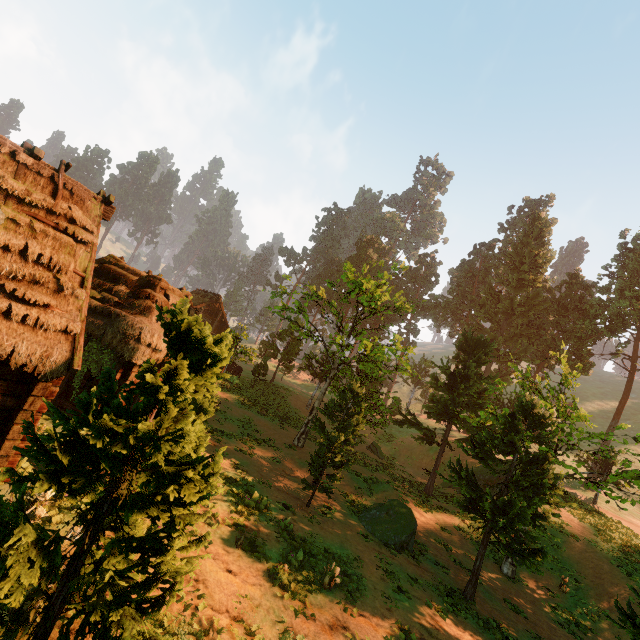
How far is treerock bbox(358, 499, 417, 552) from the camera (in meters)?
15.01

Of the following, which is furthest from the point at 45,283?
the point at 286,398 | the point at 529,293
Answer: the point at 529,293

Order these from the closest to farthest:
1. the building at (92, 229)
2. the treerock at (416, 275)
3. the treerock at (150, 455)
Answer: the treerock at (150, 455) → the building at (92, 229) → the treerock at (416, 275)

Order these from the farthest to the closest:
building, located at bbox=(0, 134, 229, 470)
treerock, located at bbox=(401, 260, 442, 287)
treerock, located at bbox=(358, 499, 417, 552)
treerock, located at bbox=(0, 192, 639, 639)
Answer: treerock, located at bbox=(401, 260, 442, 287)
treerock, located at bbox=(358, 499, 417, 552)
building, located at bbox=(0, 134, 229, 470)
treerock, located at bbox=(0, 192, 639, 639)

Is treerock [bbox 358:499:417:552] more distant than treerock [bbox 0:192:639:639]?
Yes

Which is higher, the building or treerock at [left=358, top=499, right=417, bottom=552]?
the building

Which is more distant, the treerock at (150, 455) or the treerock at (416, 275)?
the treerock at (416, 275)
